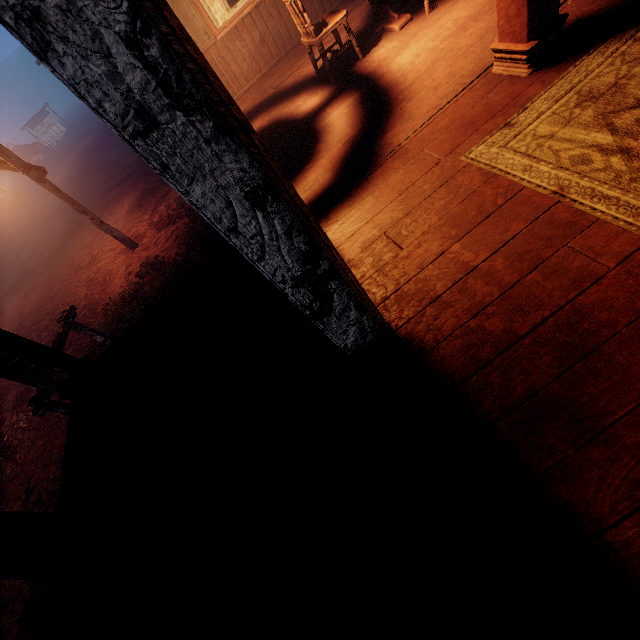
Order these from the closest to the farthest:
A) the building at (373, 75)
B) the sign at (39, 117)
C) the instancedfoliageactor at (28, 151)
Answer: the building at (373, 75) < the instancedfoliageactor at (28, 151) < the sign at (39, 117)

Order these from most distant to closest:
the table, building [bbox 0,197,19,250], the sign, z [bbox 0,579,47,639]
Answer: the sign
building [bbox 0,197,19,250]
the table
z [bbox 0,579,47,639]

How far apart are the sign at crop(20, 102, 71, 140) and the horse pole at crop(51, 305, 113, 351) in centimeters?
3722cm

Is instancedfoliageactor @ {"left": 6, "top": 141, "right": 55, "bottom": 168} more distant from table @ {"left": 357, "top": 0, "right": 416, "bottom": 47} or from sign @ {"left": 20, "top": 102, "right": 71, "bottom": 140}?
table @ {"left": 357, "top": 0, "right": 416, "bottom": 47}

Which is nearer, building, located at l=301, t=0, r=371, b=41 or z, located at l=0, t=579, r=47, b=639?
z, located at l=0, t=579, r=47, b=639

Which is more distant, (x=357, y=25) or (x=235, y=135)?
(x=357, y=25)

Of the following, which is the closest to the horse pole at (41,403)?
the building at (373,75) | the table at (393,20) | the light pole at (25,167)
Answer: the building at (373,75)
